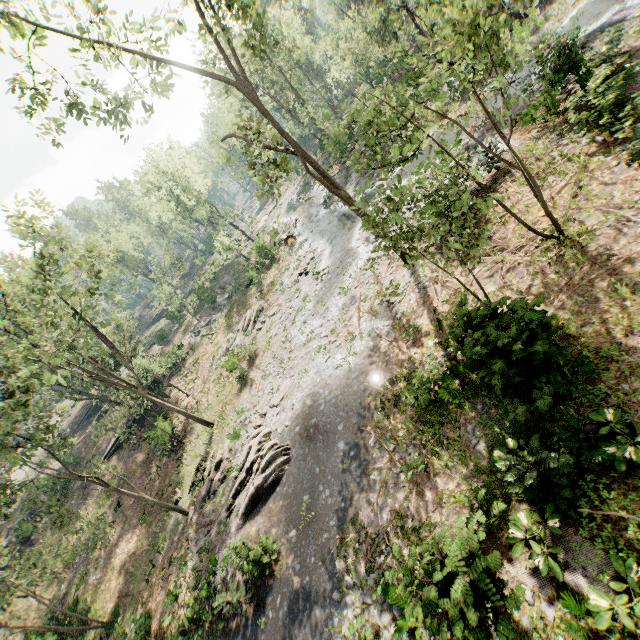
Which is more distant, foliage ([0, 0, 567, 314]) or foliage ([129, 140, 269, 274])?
foliage ([129, 140, 269, 274])

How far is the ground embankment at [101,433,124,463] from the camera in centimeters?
3112cm

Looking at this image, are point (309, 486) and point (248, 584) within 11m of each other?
yes

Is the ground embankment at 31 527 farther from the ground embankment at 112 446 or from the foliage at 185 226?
the ground embankment at 112 446

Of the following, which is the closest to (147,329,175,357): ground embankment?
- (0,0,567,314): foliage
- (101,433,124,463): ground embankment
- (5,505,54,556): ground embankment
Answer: (0,0,567,314): foliage

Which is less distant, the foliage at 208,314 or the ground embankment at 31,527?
the ground embankment at 31,527

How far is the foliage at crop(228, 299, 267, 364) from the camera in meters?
28.8
